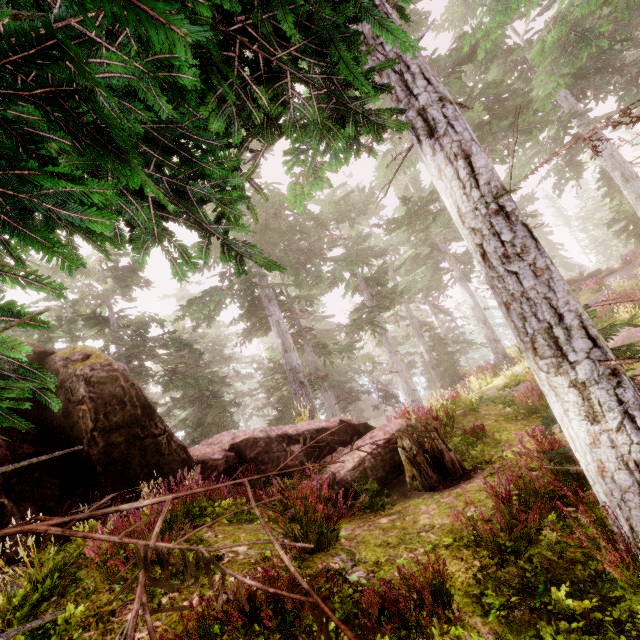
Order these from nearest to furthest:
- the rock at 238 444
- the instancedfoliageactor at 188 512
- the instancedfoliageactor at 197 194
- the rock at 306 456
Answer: the instancedfoliageactor at 188 512
the instancedfoliageactor at 197 194
the rock at 238 444
the rock at 306 456

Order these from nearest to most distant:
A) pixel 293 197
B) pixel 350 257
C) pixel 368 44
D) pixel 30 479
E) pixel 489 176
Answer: pixel 489 176
pixel 368 44
pixel 293 197
pixel 30 479
pixel 350 257

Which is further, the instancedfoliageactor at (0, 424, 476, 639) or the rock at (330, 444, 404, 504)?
the rock at (330, 444, 404, 504)

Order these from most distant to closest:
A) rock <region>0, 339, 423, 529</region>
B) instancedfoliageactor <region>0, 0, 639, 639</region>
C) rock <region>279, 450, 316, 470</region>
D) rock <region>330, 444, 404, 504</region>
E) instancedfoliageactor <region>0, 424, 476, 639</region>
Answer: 1. rock <region>279, 450, 316, 470</region>
2. rock <region>330, 444, 404, 504</region>
3. rock <region>0, 339, 423, 529</region>
4. instancedfoliageactor <region>0, 0, 639, 639</region>
5. instancedfoliageactor <region>0, 424, 476, 639</region>

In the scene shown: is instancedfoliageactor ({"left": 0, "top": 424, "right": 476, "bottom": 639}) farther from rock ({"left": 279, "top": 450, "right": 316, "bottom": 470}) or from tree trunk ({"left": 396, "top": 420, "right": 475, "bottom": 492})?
tree trunk ({"left": 396, "top": 420, "right": 475, "bottom": 492})

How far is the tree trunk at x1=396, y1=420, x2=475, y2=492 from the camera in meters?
7.0

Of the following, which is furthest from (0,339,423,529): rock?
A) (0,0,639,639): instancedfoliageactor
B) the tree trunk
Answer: the tree trunk

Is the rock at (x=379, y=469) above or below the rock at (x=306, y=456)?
below
